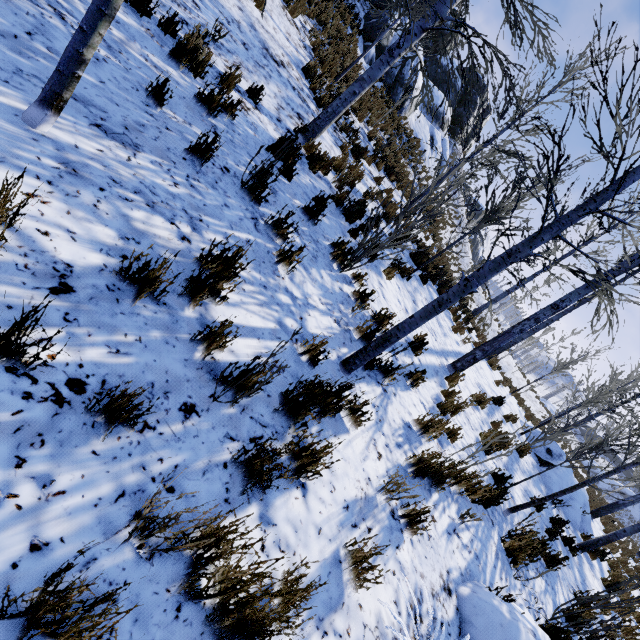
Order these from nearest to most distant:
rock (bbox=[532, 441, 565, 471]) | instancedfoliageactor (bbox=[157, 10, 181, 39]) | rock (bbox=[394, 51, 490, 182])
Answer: instancedfoliageactor (bbox=[157, 10, 181, 39])
rock (bbox=[532, 441, 565, 471])
rock (bbox=[394, 51, 490, 182])

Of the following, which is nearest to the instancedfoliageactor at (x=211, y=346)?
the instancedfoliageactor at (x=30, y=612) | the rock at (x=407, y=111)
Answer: the instancedfoliageactor at (x=30, y=612)

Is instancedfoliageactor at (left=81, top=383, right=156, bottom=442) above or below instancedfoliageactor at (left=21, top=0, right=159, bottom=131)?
below

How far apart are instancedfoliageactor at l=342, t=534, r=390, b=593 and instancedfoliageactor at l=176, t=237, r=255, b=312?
2.1m

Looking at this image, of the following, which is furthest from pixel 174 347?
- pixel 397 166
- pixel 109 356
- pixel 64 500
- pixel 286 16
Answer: pixel 397 166

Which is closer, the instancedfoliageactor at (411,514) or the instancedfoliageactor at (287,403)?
the instancedfoliageactor at (287,403)

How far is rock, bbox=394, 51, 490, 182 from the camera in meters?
20.9

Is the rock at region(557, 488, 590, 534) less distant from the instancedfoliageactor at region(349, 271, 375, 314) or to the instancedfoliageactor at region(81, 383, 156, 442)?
the instancedfoliageactor at region(349, 271, 375, 314)
